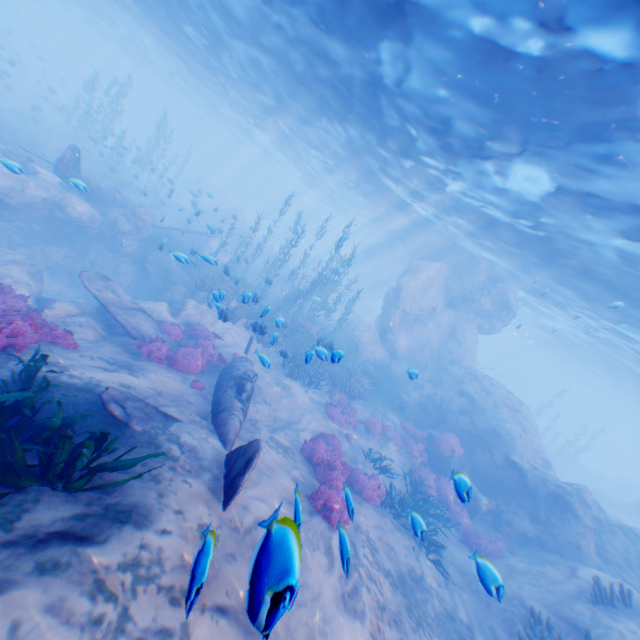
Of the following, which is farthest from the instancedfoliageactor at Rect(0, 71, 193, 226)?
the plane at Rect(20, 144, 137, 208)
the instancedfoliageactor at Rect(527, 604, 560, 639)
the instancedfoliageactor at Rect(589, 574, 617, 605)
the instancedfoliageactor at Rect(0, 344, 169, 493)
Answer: the instancedfoliageactor at Rect(589, 574, 617, 605)

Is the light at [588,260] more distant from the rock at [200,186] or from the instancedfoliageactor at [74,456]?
the instancedfoliageactor at [74,456]

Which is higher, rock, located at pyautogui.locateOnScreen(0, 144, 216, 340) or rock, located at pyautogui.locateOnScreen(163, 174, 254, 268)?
rock, located at pyautogui.locateOnScreen(163, 174, 254, 268)

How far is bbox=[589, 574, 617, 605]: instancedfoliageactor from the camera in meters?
9.4

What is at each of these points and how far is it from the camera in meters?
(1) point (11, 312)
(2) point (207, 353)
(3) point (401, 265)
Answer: (1) instancedfoliageactor, 7.1 m
(2) instancedfoliageactor, 12.4 m
(3) rock, 40.2 m

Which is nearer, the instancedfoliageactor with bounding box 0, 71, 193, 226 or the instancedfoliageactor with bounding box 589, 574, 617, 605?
the instancedfoliageactor with bounding box 589, 574, 617, 605

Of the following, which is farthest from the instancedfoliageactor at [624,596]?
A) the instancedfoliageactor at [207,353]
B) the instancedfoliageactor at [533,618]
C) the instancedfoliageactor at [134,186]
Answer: the instancedfoliageactor at [207,353]

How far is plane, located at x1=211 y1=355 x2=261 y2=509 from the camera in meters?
5.3
